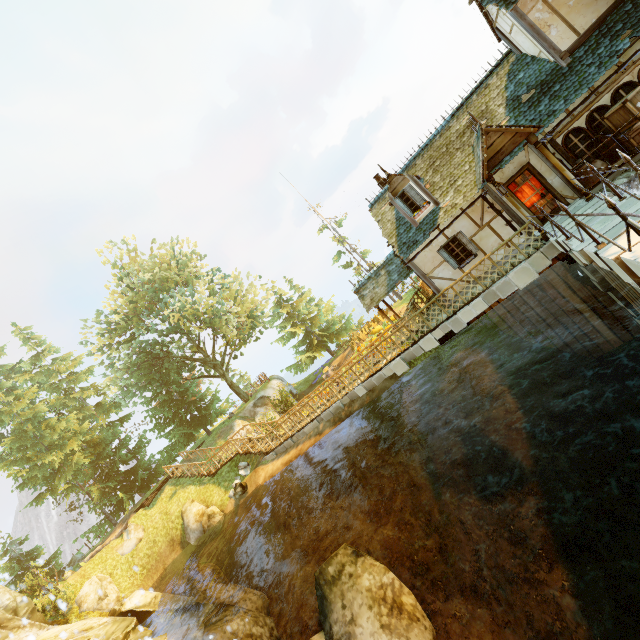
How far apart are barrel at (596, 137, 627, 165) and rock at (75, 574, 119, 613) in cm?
3029

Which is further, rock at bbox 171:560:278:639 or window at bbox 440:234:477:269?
window at bbox 440:234:477:269

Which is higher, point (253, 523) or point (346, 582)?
point (253, 523)

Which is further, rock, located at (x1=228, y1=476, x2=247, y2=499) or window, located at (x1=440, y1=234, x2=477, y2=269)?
rock, located at (x1=228, y1=476, x2=247, y2=499)

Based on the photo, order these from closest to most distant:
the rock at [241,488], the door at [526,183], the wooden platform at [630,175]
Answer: the wooden platform at [630,175] < the door at [526,183] < the rock at [241,488]

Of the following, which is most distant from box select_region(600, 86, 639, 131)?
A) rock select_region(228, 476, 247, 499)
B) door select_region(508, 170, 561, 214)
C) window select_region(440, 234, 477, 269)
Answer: rock select_region(228, 476, 247, 499)

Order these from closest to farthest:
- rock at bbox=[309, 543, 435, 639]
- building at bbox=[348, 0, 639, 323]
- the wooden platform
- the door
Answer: rock at bbox=[309, 543, 435, 639], the wooden platform, building at bbox=[348, 0, 639, 323], the door

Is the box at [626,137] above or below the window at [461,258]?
below
